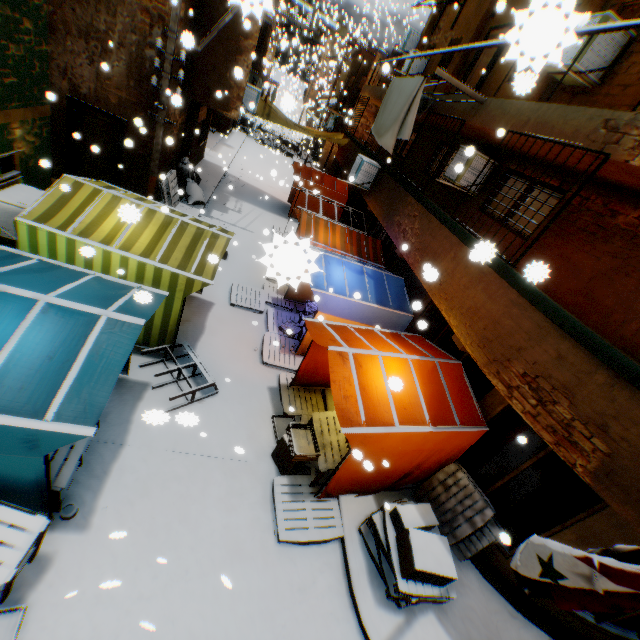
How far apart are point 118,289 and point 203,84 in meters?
9.7

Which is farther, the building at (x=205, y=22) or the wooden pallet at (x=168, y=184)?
the wooden pallet at (x=168, y=184)

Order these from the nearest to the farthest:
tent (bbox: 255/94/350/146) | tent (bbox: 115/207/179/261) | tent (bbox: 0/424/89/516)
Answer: tent (bbox: 0/424/89/516)
tent (bbox: 115/207/179/261)
tent (bbox: 255/94/350/146)

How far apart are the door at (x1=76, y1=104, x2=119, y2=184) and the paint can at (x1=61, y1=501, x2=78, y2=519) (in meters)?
9.58

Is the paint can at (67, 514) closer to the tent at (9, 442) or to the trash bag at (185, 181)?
the tent at (9, 442)

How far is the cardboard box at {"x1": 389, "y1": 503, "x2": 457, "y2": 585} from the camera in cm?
463

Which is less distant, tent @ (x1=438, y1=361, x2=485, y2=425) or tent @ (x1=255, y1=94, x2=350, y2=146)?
tent @ (x1=438, y1=361, x2=485, y2=425)
